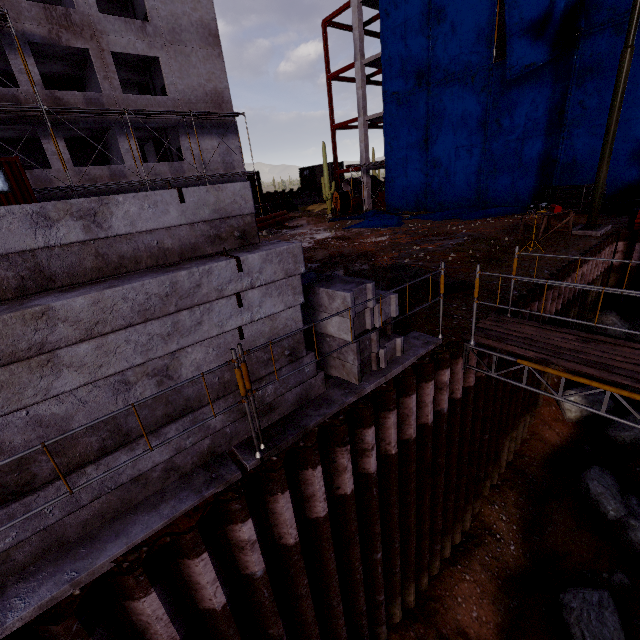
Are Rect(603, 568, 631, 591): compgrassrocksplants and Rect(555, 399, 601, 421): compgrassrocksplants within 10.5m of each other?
yes

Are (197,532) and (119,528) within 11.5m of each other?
yes

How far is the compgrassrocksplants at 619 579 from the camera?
7.2 meters

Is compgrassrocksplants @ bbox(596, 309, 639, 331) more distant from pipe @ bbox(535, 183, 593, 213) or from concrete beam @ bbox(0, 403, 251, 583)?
concrete beam @ bbox(0, 403, 251, 583)

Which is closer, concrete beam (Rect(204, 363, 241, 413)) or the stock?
concrete beam (Rect(204, 363, 241, 413))

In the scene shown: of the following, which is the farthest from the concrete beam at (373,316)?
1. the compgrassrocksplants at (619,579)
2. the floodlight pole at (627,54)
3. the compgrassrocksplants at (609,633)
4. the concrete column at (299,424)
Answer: the floodlight pole at (627,54)

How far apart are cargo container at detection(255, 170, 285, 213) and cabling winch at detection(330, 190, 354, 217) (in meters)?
10.14

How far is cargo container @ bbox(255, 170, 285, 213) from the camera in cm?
3538
